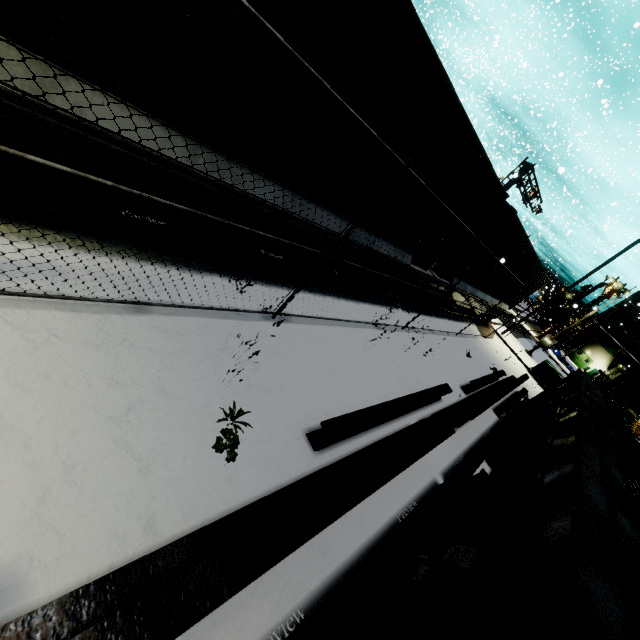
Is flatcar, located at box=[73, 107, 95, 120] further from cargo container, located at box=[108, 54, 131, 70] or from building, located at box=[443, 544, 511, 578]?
building, located at box=[443, 544, 511, 578]

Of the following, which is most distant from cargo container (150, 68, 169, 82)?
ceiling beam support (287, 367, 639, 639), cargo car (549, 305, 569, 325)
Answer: cargo car (549, 305, 569, 325)

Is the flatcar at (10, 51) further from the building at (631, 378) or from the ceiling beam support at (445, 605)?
the ceiling beam support at (445, 605)

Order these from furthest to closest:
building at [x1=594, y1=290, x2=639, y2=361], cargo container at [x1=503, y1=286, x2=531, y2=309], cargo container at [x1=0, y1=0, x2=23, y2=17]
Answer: building at [x1=594, y1=290, x2=639, y2=361], cargo container at [x1=503, y1=286, x2=531, y2=309], cargo container at [x1=0, y1=0, x2=23, y2=17]

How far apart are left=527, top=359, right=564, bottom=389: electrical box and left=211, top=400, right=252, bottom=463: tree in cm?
2083

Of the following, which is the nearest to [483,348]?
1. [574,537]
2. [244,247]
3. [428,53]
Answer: [244,247]

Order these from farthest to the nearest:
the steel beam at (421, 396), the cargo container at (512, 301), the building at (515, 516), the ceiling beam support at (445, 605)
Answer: the cargo container at (512, 301)
the building at (515, 516)
the steel beam at (421, 396)
the ceiling beam support at (445, 605)

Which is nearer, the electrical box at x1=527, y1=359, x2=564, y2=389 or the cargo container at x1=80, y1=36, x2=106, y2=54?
the cargo container at x1=80, y1=36, x2=106, y2=54
